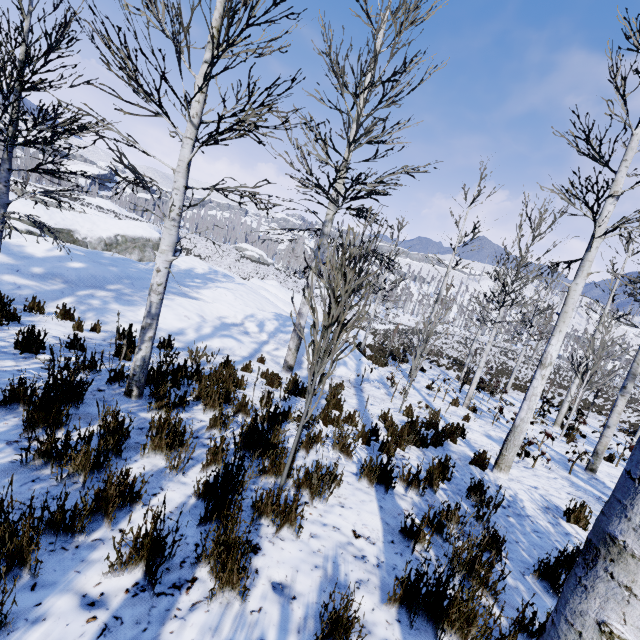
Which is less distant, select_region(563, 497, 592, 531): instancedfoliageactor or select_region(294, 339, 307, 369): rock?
select_region(563, 497, 592, 531): instancedfoliageactor

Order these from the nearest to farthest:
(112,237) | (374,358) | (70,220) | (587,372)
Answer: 1. (587,372)
2. (374,358)
3. (70,220)
4. (112,237)

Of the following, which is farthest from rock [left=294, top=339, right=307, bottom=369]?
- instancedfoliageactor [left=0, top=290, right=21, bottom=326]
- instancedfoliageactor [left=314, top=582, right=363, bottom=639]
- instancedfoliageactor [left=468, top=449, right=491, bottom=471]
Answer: instancedfoliageactor [left=314, top=582, right=363, bottom=639]

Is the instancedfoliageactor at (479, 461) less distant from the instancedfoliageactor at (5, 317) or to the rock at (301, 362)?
the rock at (301, 362)

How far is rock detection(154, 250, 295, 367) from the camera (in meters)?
8.64

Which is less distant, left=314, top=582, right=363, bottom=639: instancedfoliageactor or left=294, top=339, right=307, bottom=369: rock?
left=314, top=582, right=363, bottom=639: instancedfoliageactor

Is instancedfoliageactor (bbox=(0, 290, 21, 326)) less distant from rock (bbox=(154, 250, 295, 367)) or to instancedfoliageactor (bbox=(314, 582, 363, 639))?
rock (bbox=(154, 250, 295, 367))

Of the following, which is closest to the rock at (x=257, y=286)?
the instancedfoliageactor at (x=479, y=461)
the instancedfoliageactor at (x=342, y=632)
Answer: the instancedfoliageactor at (x=479, y=461)
